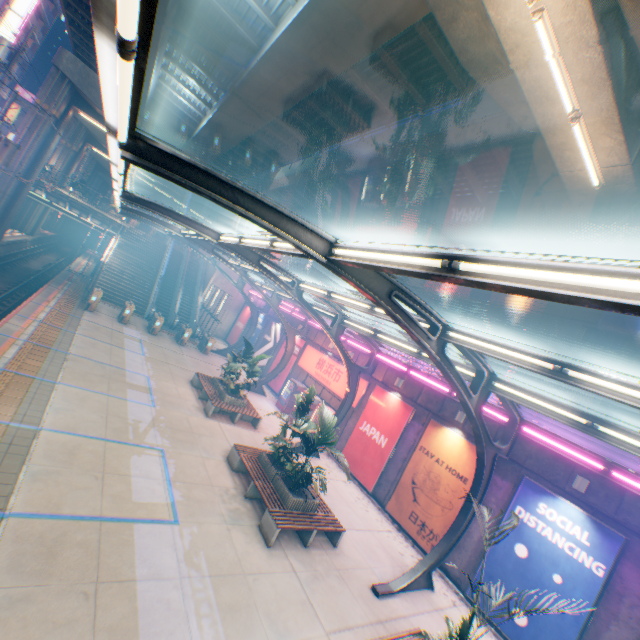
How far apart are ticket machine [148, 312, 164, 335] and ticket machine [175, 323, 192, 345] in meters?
1.5

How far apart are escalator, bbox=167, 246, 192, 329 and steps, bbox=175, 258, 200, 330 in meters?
0.0 m

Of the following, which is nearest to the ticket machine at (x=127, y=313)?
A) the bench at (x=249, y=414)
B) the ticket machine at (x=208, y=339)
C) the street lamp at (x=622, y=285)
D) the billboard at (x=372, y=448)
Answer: the ticket machine at (x=208, y=339)

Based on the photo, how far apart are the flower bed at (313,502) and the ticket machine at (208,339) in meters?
15.9 m

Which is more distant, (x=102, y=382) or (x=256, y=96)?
(x=256, y=96)

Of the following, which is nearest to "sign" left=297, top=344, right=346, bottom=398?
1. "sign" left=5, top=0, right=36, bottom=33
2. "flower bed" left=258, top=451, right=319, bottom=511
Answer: "flower bed" left=258, top=451, right=319, bottom=511

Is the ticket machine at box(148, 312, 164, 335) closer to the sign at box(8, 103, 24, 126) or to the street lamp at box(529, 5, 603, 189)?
the street lamp at box(529, 5, 603, 189)

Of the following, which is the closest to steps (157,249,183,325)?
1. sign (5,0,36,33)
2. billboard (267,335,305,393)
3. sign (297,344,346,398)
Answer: billboard (267,335,305,393)
